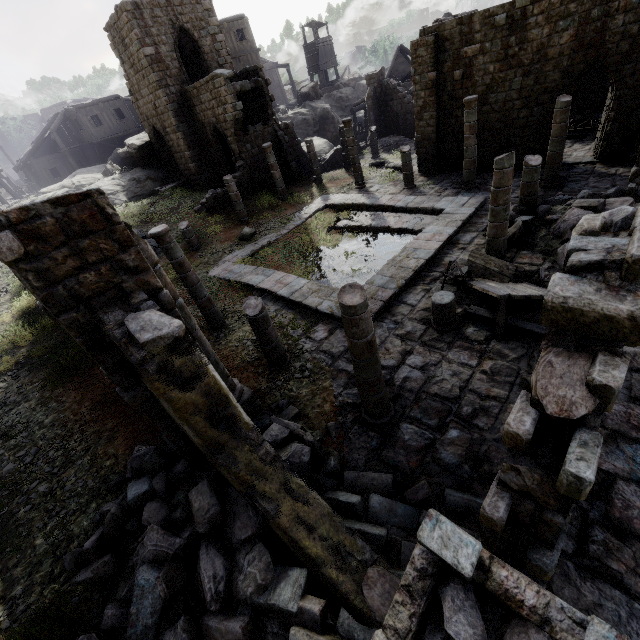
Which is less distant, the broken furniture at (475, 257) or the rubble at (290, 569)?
the rubble at (290, 569)

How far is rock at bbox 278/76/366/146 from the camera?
32.8 meters

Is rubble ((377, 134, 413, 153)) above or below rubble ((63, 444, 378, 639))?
below

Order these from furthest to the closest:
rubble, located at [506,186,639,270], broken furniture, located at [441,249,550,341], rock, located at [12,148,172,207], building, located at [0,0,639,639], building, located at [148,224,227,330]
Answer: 1. rock, located at [12,148,172,207]
2. rubble, located at [506,186,639,270]
3. building, located at [148,224,227,330]
4. broken furniture, located at [441,249,550,341]
5. building, located at [0,0,639,639]

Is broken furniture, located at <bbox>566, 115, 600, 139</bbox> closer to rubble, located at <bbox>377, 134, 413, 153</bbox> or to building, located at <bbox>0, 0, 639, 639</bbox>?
building, located at <bbox>0, 0, 639, 639</bbox>

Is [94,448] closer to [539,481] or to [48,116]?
[539,481]

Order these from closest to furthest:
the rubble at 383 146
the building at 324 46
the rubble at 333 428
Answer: the rubble at 333 428
the rubble at 383 146
the building at 324 46

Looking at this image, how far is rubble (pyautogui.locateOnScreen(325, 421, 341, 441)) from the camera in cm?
706
